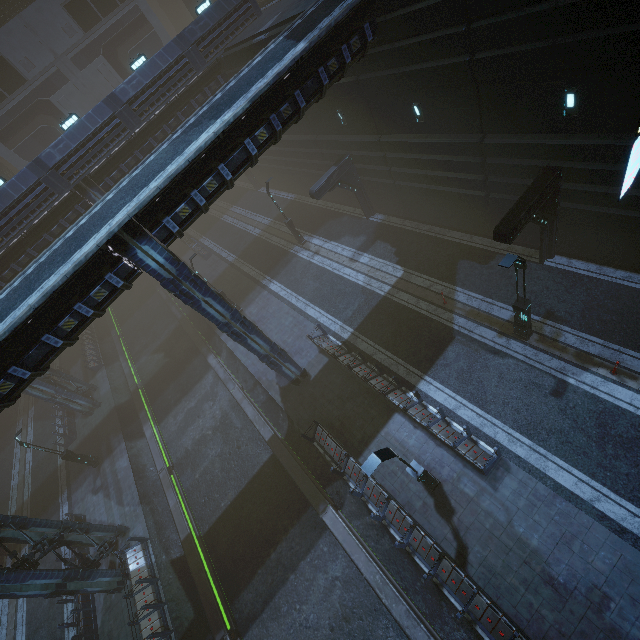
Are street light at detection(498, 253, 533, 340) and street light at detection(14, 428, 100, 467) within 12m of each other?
no

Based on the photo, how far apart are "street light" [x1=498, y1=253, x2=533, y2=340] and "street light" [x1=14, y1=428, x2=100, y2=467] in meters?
27.1 m

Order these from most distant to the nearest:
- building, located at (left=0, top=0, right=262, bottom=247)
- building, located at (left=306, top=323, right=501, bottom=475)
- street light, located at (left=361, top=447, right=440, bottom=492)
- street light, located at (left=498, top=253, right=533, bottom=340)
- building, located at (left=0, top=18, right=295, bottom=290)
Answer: building, located at (left=0, top=18, right=295, bottom=290) < building, located at (left=0, top=0, right=262, bottom=247) < building, located at (left=306, top=323, right=501, bottom=475) < street light, located at (left=498, top=253, right=533, bottom=340) < street light, located at (left=361, top=447, right=440, bottom=492)

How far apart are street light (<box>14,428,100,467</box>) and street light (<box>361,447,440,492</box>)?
22.2m

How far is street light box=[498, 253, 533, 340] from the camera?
10.18m

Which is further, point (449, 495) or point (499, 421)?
point (499, 421)

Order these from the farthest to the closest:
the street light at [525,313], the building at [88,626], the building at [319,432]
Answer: the building at [88,626] → the street light at [525,313] → the building at [319,432]

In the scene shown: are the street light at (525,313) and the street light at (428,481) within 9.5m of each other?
yes
